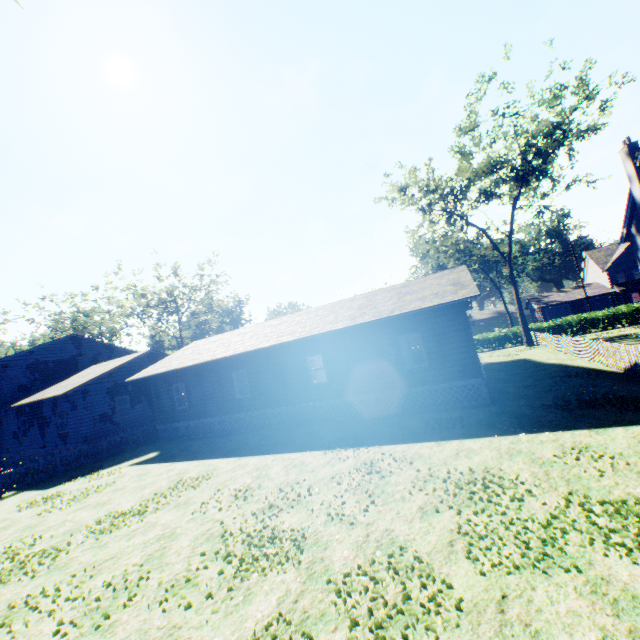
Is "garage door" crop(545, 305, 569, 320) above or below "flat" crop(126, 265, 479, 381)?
below

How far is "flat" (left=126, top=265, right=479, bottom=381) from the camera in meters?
14.1 m

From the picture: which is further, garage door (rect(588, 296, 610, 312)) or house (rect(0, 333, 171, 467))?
garage door (rect(588, 296, 610, 312))

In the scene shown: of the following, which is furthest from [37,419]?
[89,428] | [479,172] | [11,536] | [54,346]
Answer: [479,172]

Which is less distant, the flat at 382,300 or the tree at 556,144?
the flat at 382,300

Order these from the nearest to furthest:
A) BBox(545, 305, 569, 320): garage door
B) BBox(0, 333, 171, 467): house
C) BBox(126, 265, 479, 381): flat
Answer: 1. BBox(126, 265, 479, 381): flat
2. BBox(0, 333, 171, 467): house
3. BBox(545, 305, 569, 320): garage door

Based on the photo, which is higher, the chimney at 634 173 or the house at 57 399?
the chimney at 634 173

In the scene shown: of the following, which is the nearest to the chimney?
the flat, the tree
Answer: the tree
